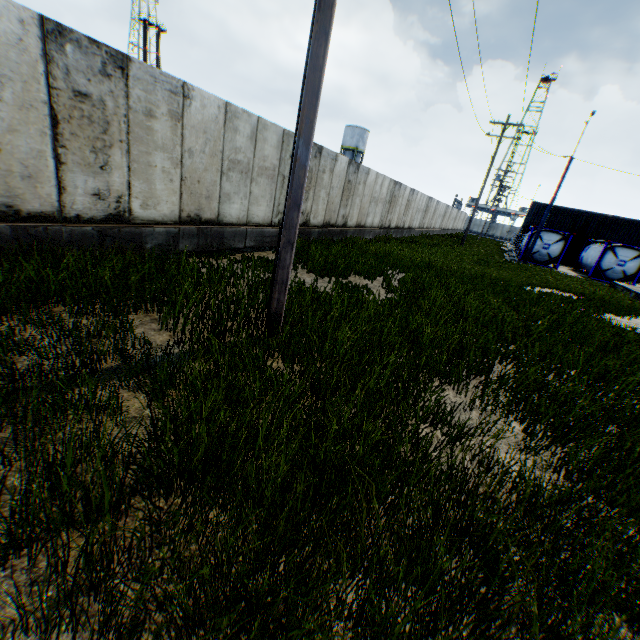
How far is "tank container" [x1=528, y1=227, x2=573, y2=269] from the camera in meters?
26.4

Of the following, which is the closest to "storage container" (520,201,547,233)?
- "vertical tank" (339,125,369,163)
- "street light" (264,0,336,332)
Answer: "vertical tank" (339,125,369,163)

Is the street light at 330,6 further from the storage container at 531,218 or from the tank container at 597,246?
the storage container at 531,218

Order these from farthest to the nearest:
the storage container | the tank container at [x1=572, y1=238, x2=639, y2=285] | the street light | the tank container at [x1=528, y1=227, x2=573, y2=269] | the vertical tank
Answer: the vertical tank, the storage container, the tank container at [x1=528, y1=227, x2=573, y2=269], the tank container at [x1=572, y1=238, x2=639, y2=285], the street light

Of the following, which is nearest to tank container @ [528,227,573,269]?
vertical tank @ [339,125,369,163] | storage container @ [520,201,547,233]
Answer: storage container @ [520,201,547,233]

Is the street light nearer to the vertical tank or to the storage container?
the storage container

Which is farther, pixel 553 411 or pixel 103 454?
pixel 553 411
